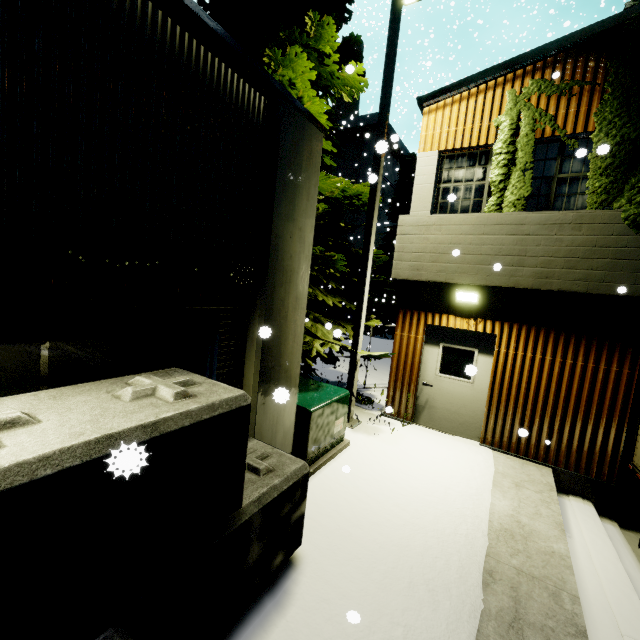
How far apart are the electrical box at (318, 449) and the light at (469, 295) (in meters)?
3.28

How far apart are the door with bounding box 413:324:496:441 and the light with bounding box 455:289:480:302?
0.60m

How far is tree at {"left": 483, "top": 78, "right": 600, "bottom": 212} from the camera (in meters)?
6.19

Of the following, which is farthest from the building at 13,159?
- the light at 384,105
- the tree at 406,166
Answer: the tree at 406,166

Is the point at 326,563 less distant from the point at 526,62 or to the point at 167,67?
the point at 167,67

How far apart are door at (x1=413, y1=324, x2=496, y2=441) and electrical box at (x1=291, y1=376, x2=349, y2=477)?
2.5m

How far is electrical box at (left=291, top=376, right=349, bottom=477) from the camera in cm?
501

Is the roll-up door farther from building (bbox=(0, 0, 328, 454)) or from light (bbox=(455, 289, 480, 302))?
light (bbox=(455, 289, 480, 302))
